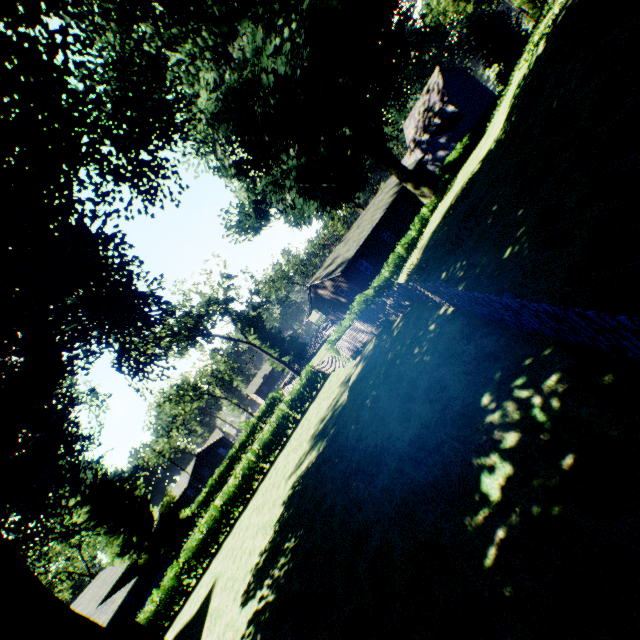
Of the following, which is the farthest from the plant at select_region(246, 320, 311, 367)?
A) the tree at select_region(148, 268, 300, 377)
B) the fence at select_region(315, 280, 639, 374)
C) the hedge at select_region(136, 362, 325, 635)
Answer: the tree at select_region(148, 268, 300, 377)

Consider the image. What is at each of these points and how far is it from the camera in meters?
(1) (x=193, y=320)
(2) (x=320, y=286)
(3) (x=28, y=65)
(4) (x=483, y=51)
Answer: (1) tree, 34.8
(2) house, 36.3
(3) plant, 10.1
(4) plant, 31.2

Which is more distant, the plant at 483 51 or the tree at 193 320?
the tree at 193 320

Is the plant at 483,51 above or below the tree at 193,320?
below

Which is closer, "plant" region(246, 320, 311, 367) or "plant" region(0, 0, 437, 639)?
"plant" region(0, 0, 437, 639)

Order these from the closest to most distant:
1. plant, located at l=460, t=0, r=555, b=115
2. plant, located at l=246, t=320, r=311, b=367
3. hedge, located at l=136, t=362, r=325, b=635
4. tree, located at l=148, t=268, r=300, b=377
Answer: plant, located at l=460, t=0, r=555, b=115 < hedge, located at l=136, t=362, r=325, b=635 < tree, located at l=148, t=268, r=300, b=377 < plant, located at l=246, t=320, r=311, b=367

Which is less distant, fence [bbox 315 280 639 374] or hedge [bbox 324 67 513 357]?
fence [bbox 315 280 639 374]

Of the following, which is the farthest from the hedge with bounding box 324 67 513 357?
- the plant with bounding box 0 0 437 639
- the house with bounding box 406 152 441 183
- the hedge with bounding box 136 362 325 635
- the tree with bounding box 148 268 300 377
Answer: the tree with bounding box 148 268 300 377
